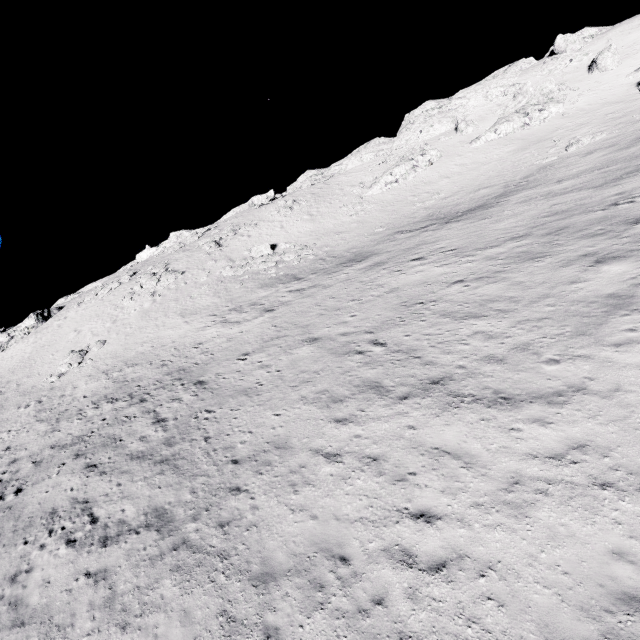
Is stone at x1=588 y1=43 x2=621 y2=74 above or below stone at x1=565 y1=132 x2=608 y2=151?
above

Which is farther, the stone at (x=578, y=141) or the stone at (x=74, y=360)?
the stone at (x=578, y=141)

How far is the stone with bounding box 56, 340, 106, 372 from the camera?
28.8m

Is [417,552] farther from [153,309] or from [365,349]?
[153,309]

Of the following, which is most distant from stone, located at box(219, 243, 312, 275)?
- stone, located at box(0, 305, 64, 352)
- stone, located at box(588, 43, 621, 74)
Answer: stone, located at box(588, 43, 621, 74)

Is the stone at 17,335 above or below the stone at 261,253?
above

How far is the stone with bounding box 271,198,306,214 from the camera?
46.8m

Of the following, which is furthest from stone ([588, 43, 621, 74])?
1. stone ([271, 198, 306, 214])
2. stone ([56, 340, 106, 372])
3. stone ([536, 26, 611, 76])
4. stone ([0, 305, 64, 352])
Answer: stone ([0, 305, 64, 352])
